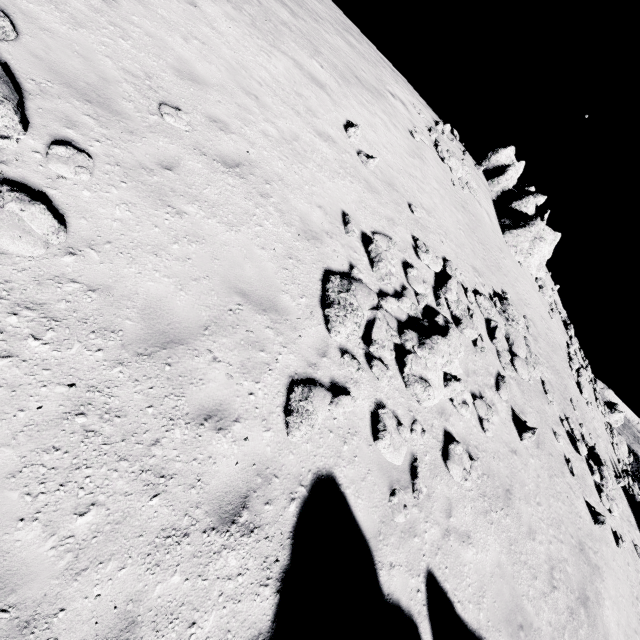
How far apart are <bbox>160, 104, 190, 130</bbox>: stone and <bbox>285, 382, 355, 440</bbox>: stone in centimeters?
510cm

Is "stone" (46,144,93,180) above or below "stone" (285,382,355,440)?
above

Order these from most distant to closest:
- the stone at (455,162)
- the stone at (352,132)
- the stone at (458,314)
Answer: the stone at (455,162) < the stone at (352,132) < the stone at (458,314)

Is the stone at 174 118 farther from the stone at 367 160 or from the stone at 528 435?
the stone at 528 435

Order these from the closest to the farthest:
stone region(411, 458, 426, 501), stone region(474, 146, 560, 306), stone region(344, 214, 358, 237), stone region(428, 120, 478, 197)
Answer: stone region(411, 458, 426, 501), stone region(344, 214, 358, 237), stone region(428, 120, 478, 197), stone region(474, 146, 560, 306)

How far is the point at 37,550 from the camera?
2.6m

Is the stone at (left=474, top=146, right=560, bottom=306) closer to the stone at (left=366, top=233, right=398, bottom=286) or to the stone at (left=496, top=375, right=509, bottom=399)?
the stone at (left=496, top=375, right=509, bottom=399)

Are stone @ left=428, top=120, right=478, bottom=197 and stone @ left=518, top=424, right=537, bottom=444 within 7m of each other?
no
